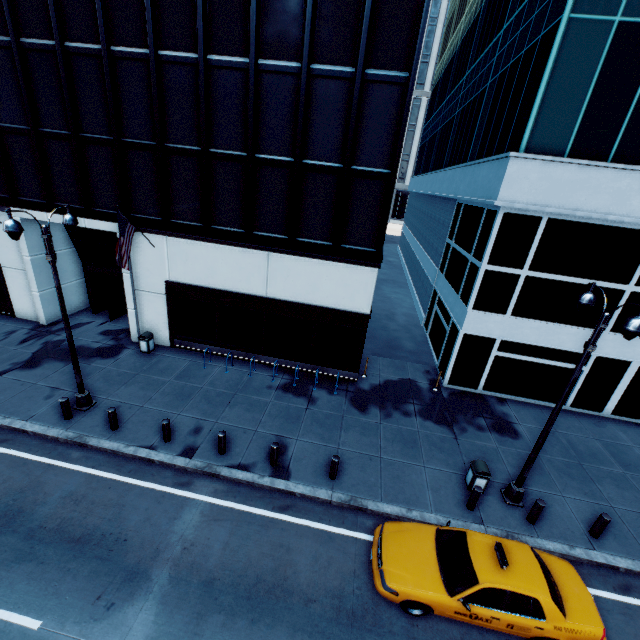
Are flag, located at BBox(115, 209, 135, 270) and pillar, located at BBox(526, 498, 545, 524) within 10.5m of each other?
no

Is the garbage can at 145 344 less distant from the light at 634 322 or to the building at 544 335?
the building at 544 335

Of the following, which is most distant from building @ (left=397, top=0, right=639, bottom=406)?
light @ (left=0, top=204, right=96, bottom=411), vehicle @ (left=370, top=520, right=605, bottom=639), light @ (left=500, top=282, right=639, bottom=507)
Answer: light @ (left=0, top=204, right=96, bottom=411)

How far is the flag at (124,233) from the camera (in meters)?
13.04

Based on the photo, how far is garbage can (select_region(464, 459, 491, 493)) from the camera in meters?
10.7 m

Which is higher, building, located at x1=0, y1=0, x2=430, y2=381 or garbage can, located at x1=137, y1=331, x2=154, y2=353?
building, located at x1=0, y1=0, x2=430, y2=381

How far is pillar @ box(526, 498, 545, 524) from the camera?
10.0m

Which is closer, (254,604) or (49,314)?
(254,604)
